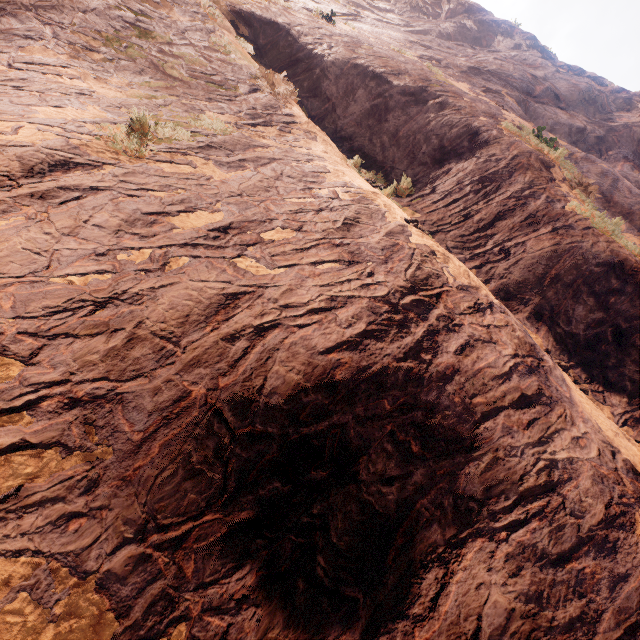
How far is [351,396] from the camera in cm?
356
